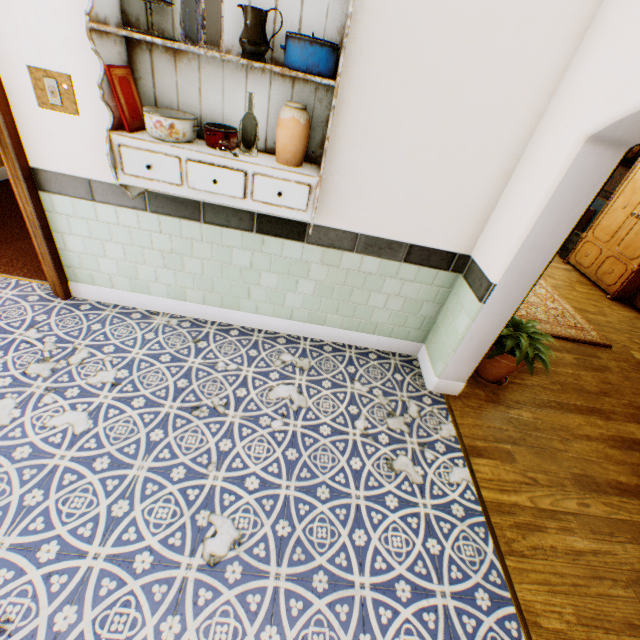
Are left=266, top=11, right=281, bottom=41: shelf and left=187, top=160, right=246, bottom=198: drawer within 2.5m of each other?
yes

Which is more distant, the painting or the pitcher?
the painting

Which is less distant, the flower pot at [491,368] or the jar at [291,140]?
the jar at [291,140]

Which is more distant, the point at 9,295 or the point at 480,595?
the point at 9,295

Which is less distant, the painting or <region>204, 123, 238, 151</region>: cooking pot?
<region>204, 123, 238, 151</region>: cooking pot

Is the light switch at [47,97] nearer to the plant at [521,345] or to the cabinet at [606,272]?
the plant at [521,345]

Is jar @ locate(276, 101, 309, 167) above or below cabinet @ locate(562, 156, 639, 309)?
above

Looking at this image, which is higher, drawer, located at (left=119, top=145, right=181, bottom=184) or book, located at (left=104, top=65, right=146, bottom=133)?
book, located at (left=104, top=65, right=146, bottom=133)
